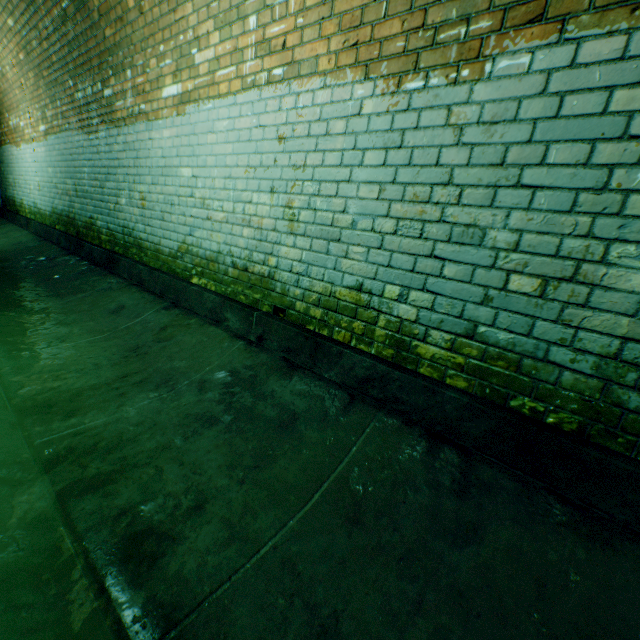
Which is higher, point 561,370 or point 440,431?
point 561,370
